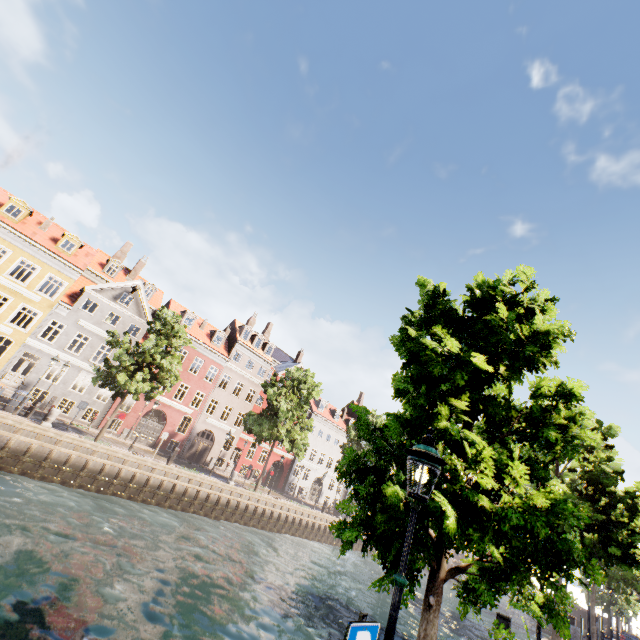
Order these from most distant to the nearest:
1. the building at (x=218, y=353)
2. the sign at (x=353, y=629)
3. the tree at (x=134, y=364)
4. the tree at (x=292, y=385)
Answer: the building at (x=218, y=353)
the tree at (x=292, y=385)
the tree at (x=134, y=364)
the sign at (x=353, y=629)

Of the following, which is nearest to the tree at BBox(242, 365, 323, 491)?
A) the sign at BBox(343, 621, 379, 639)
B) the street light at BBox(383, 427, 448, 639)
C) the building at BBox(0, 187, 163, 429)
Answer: the street light at BBox(383, 427, 448, 639)

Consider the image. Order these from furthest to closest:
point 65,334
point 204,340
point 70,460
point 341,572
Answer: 1. point 204,340
2. point 65,334
3. point 341,572
4. point 70,460

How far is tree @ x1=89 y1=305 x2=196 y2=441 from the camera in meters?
20.6

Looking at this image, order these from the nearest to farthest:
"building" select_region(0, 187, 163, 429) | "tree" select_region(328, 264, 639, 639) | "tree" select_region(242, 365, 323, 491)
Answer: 1. "tree" select_region(328, 264, 639, 639)
2. "building" select_region(0, 187, 163, 429)
3. "tree" select_region(242, 365, 323, 491)

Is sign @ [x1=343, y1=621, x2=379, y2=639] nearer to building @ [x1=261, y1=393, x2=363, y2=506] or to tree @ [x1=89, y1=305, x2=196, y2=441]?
tree @ [x1=89, y1=305, x2=196, y2=441]

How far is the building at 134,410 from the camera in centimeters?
2870cm

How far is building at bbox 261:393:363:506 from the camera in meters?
42.2 m
